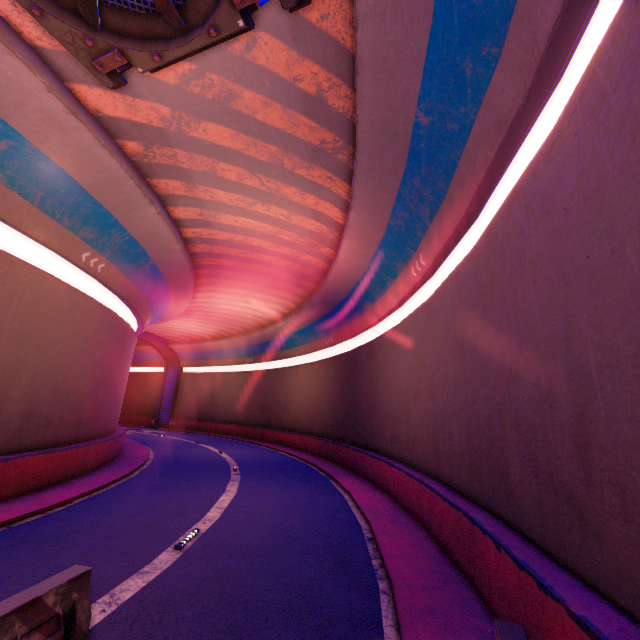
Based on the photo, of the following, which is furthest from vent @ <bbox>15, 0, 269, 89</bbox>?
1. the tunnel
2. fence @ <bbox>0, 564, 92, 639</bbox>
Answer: fence @ <bbox>0, 564, 92, 639</bbox>

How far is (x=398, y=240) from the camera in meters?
12.7 m

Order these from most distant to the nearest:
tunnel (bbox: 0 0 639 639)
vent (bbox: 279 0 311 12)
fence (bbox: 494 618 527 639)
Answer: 1. vent (bbox: 279 0 311 12)
2. tunnel (bbox: 0 0 639 639)
3. fence (bbox: 494 618 527 639)

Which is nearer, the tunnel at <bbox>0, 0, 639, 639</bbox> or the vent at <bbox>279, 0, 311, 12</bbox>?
the tunnel at <bbox>0, 0, 639, 639</bbox>

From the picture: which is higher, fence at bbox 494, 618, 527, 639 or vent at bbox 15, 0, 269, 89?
vent at bbox 15, 0, 269, 89

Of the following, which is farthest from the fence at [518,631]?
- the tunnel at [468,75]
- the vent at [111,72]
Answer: the vent at [111,72]

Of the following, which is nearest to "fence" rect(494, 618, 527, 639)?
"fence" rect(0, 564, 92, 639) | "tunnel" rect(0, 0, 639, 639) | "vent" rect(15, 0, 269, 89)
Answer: "tunnel" rect(0, 0, 639, 639)

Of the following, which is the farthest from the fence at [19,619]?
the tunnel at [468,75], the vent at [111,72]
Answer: the vent at [111,72]
